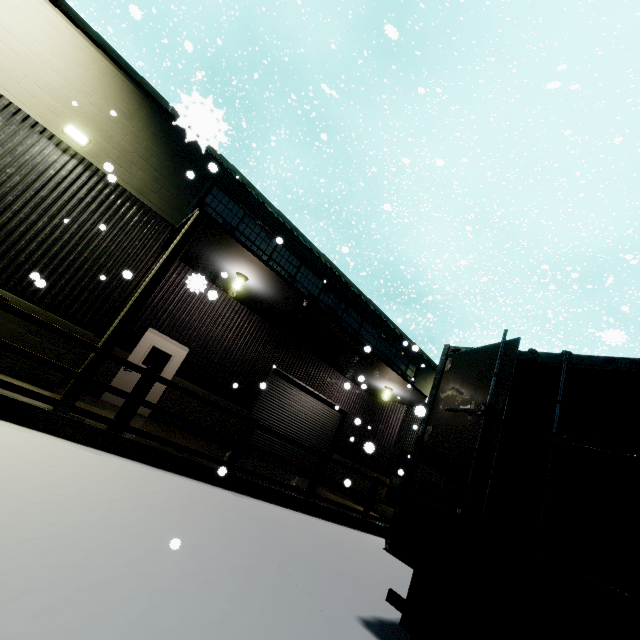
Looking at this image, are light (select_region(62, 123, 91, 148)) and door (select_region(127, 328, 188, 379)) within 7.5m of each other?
yes

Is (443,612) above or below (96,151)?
below

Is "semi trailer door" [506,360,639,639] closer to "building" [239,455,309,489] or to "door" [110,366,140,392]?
"building" [239,455,309,489]

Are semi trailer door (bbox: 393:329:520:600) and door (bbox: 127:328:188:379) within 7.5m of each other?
no

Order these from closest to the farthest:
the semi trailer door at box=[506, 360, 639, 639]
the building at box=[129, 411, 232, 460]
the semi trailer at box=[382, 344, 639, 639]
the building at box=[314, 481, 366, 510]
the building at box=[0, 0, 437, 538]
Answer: the semi trailer door at box=[506, 360, 639, 639]
the semi trailer at box=[382, 344, 639, 639]
the building at box=[0, 0, 437, 538]
the building at box=[129, 411, 232, 460]
the building at box=[314, 481, 366, 510]

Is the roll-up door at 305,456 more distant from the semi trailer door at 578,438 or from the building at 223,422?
the semi trailer door at 578,438

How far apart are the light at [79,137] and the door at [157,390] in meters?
5.1

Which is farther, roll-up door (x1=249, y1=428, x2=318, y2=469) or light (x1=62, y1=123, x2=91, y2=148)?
roll-up door (x1=249, y1=428, x2=318, y2=469)
